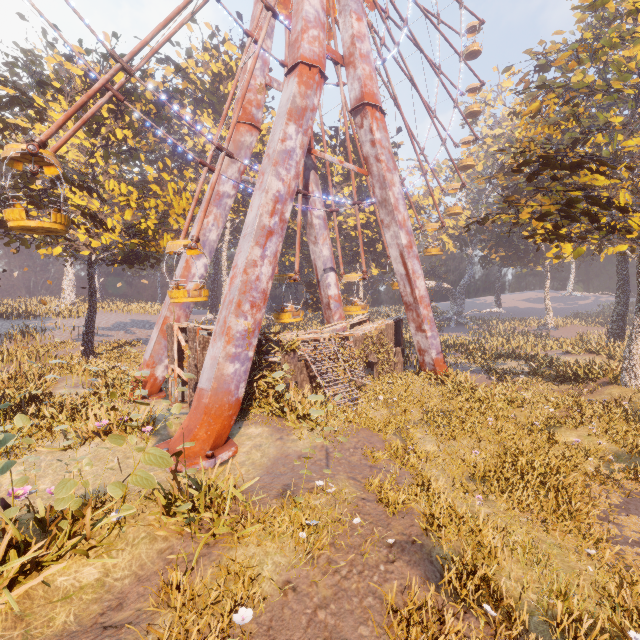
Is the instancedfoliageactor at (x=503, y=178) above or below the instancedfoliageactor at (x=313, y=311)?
above

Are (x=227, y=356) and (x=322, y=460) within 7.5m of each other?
yes

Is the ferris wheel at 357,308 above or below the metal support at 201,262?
below

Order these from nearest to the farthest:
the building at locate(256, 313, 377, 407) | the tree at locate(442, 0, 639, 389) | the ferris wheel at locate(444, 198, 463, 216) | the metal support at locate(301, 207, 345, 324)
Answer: the tree at locate(442, 0, 639, 389)
the building at locate(256, 313, 377, 407)
the metal support at locate(301, 207, 345, 324)
the ferris wheel at locate(444, 198, 463, 216)

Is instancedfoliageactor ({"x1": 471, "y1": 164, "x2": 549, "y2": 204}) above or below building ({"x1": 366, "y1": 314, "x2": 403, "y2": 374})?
above

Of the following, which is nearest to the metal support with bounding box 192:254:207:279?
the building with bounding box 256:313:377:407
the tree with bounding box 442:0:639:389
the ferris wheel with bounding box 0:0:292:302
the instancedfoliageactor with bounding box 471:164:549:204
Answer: the ferris wheel with bounding box 0:0:292:302

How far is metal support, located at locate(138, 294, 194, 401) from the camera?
16.66m

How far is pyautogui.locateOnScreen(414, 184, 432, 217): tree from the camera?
50.54m
